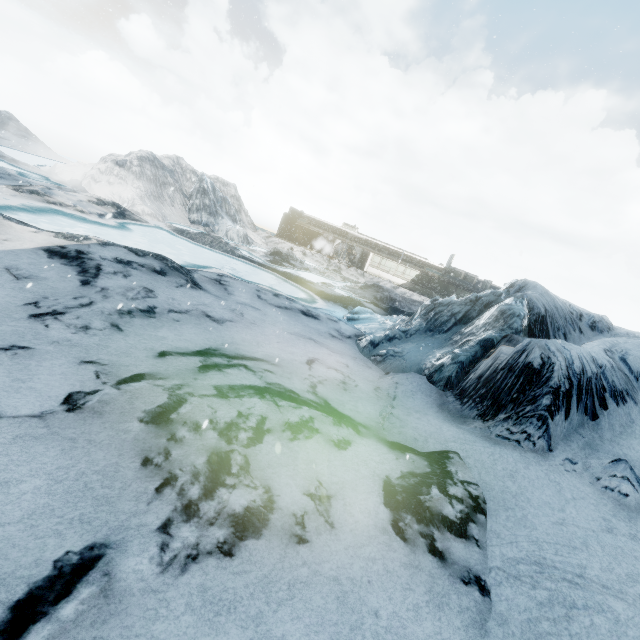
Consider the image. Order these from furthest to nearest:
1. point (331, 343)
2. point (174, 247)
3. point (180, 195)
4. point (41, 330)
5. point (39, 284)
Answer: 1. point (180, 195)
2. point (174, 247)
3. point (331, 343)
4. point (39, 284)
5. point (41, 330)
